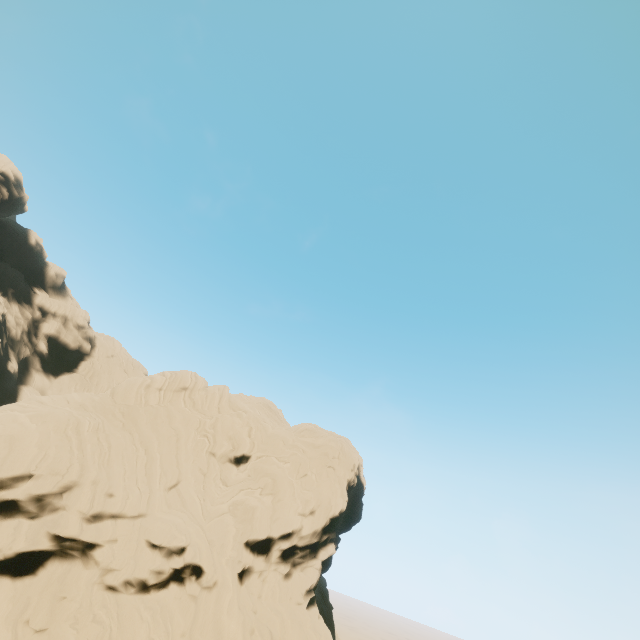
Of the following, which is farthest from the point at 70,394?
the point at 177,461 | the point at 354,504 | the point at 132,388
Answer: the point at 354,504
